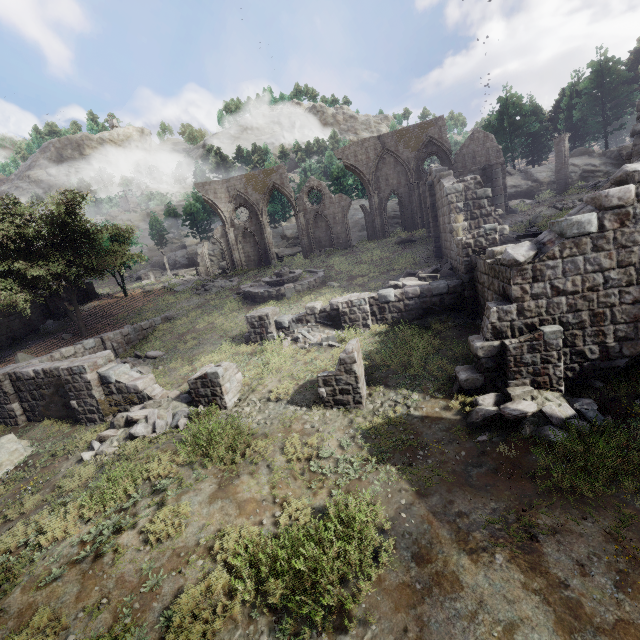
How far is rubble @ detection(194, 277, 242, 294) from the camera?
28.16m

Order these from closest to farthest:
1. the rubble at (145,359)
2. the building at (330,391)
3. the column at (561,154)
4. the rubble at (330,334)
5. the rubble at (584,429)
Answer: the rubble at (584,429), the building at (330,391), the rubble at (330,334), the rubble at (145,359), the column at (561,154)

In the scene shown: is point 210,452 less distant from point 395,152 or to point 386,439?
point 386,439

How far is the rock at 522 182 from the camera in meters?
38.9

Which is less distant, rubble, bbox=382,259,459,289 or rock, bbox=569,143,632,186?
rubble, bbox=382,259,459,289

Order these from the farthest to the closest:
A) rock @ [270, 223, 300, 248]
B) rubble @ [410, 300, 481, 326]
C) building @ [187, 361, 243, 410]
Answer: rock @ [270, 223, 300, 248] < rubble @ [410, 300, 481, 326] < building @ [187, 361, 243, 410]

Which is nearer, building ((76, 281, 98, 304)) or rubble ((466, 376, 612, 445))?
rubble ((466, 376, 612, 445))

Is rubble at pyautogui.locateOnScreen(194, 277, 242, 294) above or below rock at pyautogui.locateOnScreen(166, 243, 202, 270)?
below
